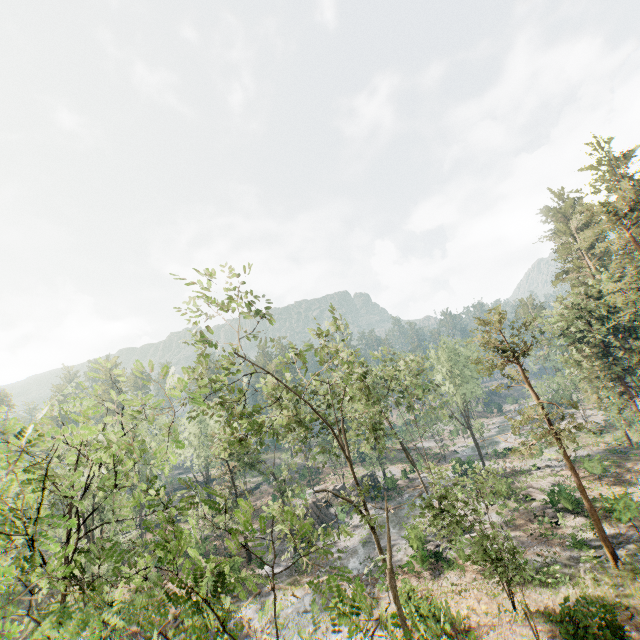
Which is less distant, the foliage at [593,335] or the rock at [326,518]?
the foliage at [593,335]

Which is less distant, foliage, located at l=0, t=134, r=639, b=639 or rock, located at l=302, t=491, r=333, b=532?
foliage, located at l=0, t=134, r=639, b=639

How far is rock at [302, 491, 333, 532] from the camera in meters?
40.5 m

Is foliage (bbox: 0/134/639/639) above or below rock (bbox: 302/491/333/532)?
above

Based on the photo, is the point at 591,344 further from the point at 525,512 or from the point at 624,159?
the point at 624,159

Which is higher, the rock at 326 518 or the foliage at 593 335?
the foliage at 593 335
